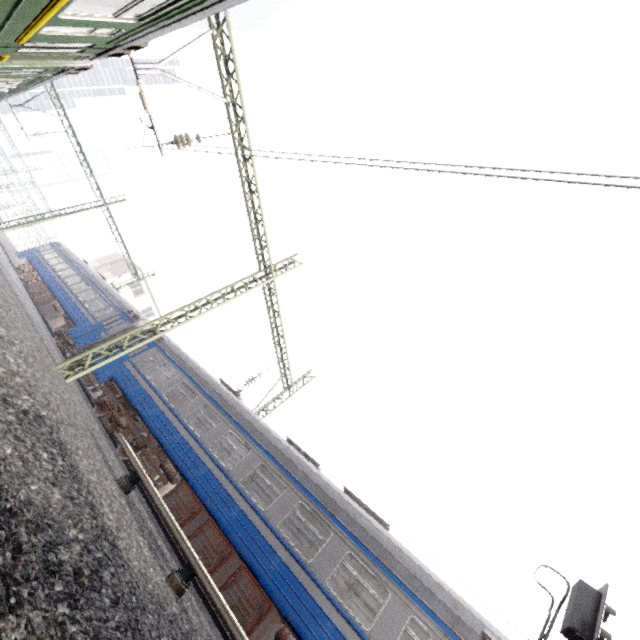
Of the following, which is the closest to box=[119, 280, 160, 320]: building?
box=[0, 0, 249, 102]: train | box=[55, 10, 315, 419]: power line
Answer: box=[55, 10, 315, 419]: power line

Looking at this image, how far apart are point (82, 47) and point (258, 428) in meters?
10.7 m

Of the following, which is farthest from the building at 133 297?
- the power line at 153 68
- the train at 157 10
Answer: the train at 157 10

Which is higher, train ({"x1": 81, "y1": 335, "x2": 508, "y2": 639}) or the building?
the building

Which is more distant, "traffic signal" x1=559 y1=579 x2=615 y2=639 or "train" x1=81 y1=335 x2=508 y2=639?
"train" x1=81 y1=335 x2=508 y2=639

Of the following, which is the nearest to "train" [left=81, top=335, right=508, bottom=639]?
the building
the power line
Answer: the power line

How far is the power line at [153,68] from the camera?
9.45m

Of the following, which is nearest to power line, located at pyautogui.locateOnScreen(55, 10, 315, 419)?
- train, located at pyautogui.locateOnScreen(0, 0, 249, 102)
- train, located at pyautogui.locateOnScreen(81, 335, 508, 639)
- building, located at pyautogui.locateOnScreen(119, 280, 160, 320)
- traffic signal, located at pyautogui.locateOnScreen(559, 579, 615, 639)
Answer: train, located at pyautogui.locateOnScreen(81, 335, 508, 639)
